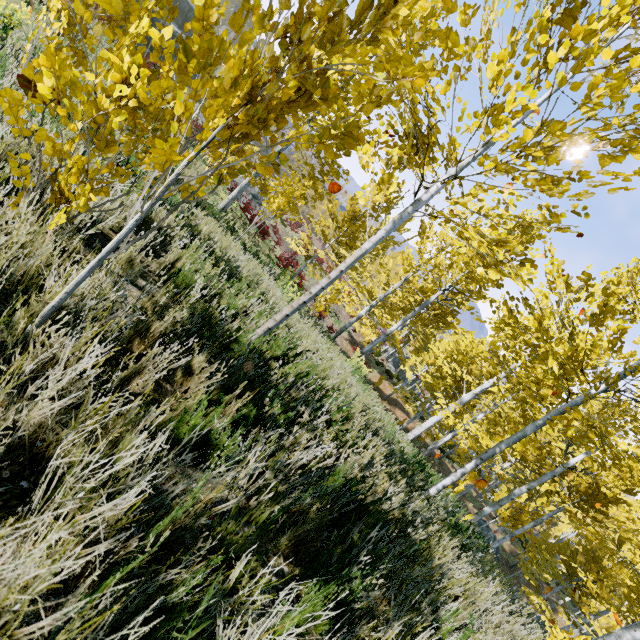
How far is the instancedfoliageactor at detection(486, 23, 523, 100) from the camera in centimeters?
179cm

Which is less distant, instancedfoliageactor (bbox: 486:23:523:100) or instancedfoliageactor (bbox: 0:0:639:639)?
instancedfoliageactor (bbox: 0:0:639:639)

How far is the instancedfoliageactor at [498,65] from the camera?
1.79m

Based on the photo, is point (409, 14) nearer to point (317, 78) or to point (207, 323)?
point (317, 78)

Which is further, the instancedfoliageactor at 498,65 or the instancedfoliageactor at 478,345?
the instancedfoliageactor at 498,65
